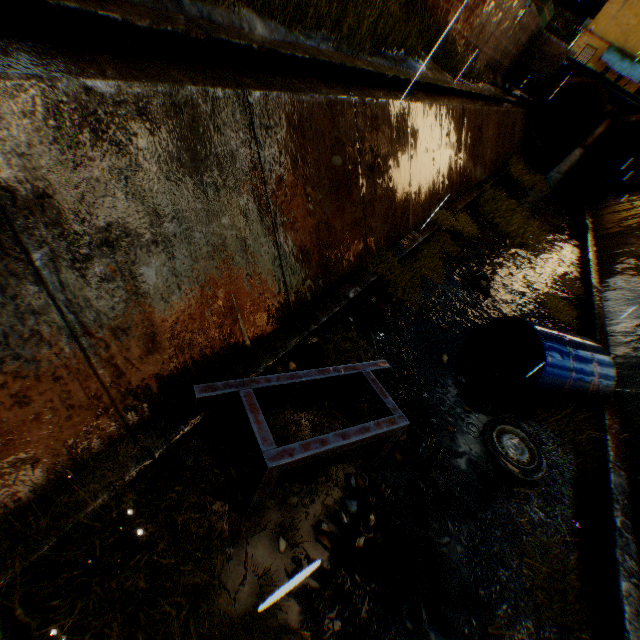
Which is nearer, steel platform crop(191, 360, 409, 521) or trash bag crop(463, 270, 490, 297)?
steel platform crop(191, 360, 409, 521)

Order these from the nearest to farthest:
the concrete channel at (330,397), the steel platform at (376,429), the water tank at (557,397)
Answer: the steel platform at (376,429) → the concrete channel at (330,397) → the water tank at (557,397)

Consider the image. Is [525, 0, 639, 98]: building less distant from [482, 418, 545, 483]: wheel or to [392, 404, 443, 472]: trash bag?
[482, 418, 545, 483]: wheel

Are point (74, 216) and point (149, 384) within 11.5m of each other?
yes

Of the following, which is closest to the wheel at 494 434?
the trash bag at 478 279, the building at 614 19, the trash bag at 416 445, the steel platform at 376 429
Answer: the trash bag at 416 445

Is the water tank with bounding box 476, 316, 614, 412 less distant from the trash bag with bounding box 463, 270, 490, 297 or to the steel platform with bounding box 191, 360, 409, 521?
the trash bag with bounding box 463, 270, 490, 297

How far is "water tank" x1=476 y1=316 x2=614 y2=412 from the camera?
5.22m

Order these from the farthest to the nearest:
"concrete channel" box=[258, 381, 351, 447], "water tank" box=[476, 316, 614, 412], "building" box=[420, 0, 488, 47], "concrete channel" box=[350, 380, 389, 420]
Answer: "building" box=[420, 0, 488, 47] < "water tank" box=[476, 316, 614, 412] < "concrete channel" box=[350, 380, 389, 420] < "concrete channel" box=[258, 381, 351, 447]
